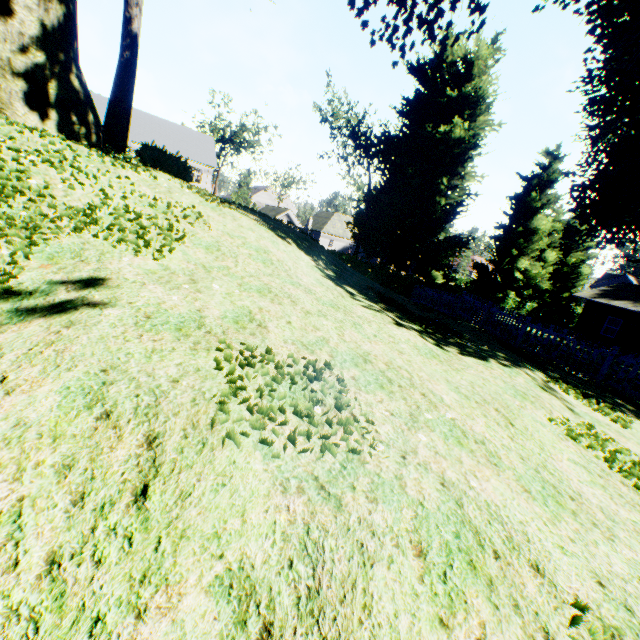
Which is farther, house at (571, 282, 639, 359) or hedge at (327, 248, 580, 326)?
house at (571, 282, 639, 359)

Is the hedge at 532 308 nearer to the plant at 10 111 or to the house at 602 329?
the plant at 10 111

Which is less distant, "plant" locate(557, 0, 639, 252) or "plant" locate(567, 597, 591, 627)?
"plant" locate(567, 597, 591, 627)

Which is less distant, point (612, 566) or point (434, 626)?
point (434, 626)

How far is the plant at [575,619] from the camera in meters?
1.7

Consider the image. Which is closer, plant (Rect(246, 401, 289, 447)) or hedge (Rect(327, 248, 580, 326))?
plant (Rect(246, 401, 289, 447))

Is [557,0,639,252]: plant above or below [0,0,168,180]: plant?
above

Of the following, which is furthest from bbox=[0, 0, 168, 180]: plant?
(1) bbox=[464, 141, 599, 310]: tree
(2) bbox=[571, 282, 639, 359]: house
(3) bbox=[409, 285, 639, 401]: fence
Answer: (2) bbox=[571, 282, 639, 359]: house
